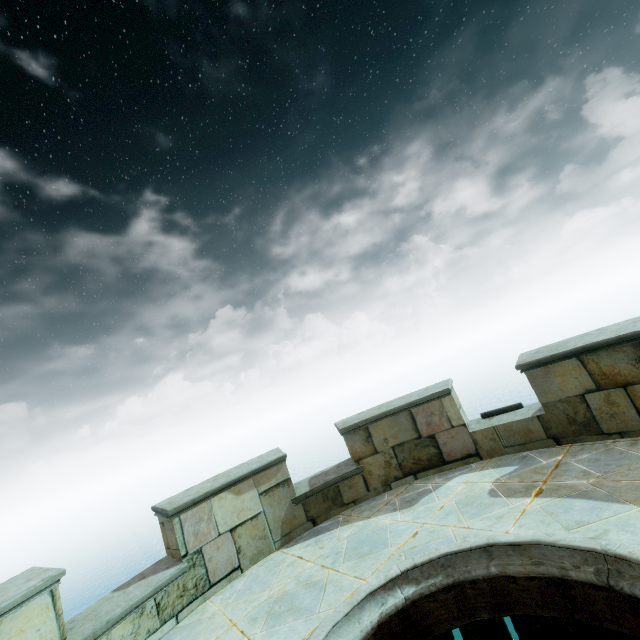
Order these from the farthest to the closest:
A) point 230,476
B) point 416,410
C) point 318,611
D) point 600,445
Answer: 1. point 416,410
2. point 230,476
3. point 600,445
4. point 318,611
